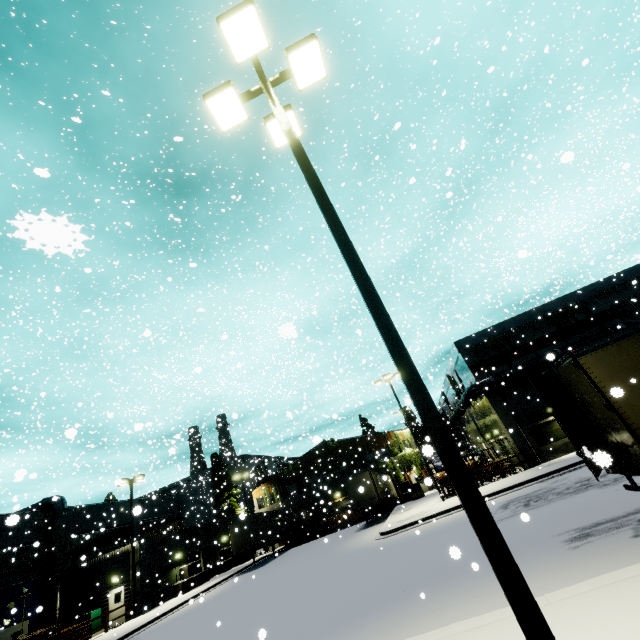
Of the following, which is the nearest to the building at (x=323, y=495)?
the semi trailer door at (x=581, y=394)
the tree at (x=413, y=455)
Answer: the tree at (x=413, y=455)

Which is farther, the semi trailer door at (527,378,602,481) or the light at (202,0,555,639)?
the semi trailer door at (527,378,602,481)

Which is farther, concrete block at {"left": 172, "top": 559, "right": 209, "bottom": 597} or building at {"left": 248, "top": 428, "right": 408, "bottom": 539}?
building at {"left": 248, "top": 428, "right": 408, "bottom": 539}

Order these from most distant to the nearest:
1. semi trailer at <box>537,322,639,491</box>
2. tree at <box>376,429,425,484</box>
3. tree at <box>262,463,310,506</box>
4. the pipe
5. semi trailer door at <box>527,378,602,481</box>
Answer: tree at <box>262,463,310,506</box>
tree at <box>376,429,425,484</box>
the pipe
semi trailer door at <box>527,378,602,481</box>
semi trailer at <box>537,322,639,491</box>

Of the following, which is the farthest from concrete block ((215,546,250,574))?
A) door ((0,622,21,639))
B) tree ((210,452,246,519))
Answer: door ((0,622,21,639))

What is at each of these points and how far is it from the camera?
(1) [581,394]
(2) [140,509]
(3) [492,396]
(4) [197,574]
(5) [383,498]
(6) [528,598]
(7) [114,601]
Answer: (1) semi trailer door, 7.98m
(2) building, 5.80m
(3) building, 26.38m
(4) concrete block, 29.59m
(5) semi trailer, 29.33m
(6) light, 2.37m
(7) door, 25.56m

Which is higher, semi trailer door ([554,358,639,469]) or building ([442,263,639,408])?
building ([442,263,639,408])
